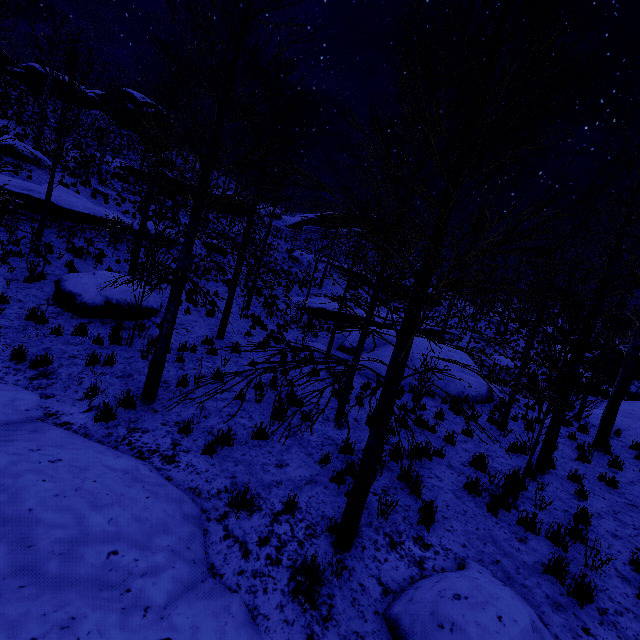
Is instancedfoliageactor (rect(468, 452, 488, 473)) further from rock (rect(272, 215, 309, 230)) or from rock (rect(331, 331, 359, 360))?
rock (rect(272, 215, 309, 230))

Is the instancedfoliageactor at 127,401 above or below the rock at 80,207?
below

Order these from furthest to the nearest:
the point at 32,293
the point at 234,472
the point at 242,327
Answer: the point at 242,327
the point at 32,293
the point at 234,472

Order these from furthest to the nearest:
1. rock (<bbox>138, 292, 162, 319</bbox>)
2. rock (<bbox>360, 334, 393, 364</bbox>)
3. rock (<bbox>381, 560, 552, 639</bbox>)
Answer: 1. rock (<bbox>360, 334, 393, 364</bbox>)
2. rock (<bbox>138, 292, 162, 319</bbox>)
3. rock (<bbox>381, 560, 552, 639</bbox>)

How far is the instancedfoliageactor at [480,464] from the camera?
7.3m

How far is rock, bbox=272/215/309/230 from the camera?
50.66m

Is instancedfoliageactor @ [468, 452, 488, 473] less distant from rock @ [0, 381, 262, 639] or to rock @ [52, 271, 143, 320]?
rock @ [0, 381, 262, 639]

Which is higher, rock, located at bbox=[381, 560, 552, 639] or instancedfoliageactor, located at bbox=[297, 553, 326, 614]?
rock, located at bbox=[381, 560, 552, 639]
